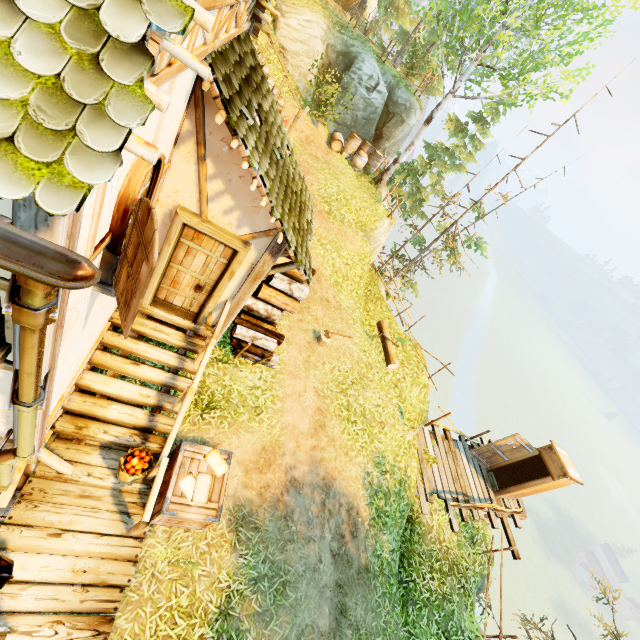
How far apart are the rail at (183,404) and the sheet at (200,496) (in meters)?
0.40

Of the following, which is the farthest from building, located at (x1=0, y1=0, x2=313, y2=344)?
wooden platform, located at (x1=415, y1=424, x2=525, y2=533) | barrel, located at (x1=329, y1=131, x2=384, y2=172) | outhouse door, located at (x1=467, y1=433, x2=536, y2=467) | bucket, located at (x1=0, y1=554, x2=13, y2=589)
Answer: outhouse door, located at (x1=467, y1=433, x2=536, y2=467)

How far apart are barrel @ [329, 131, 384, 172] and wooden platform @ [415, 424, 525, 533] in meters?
12.4 m

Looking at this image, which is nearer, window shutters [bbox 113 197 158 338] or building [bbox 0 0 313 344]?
building [bbox 0 0 313 344]

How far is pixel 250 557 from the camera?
5.9m

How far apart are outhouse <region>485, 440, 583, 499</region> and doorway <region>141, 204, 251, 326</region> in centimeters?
1191cm

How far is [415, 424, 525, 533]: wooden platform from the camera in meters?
10.2 m

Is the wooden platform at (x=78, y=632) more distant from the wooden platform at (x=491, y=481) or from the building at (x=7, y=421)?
the wooden platform at (x=491, y=481)
